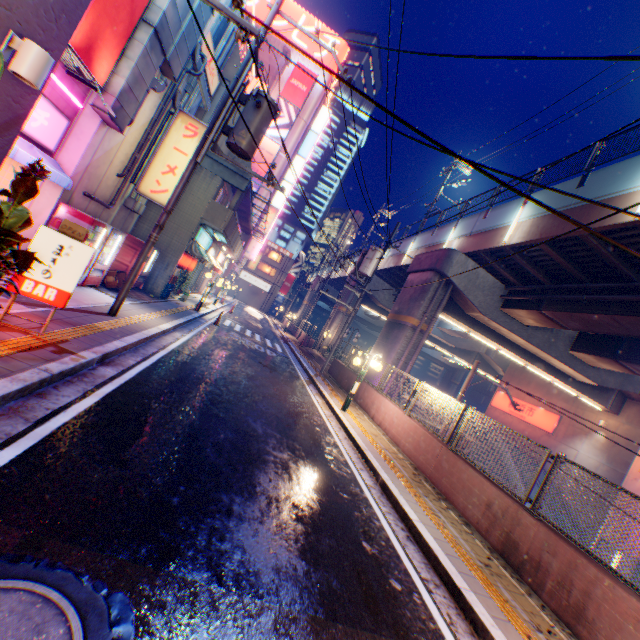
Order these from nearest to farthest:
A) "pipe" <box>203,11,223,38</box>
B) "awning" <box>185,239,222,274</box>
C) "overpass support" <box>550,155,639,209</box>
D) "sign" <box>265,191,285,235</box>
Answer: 1. "overpass support" <box>550,155,639,209</box>
2. "pipe" <box>203,11,223,38</box>
3. "awning" <box>185,239,222,274</box>
4. "sign" <box>265,191,285,235</box>

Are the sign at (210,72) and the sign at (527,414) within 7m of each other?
no

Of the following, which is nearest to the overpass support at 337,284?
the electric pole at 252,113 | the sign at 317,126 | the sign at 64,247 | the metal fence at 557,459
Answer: the metal fence at 557,459

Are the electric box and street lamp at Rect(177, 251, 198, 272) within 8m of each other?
yes

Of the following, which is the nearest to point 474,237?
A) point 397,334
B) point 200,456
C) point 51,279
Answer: point 397,334

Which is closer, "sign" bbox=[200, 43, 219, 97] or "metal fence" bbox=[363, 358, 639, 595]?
"metal fence" bbox=[363, 358, 639, 595]

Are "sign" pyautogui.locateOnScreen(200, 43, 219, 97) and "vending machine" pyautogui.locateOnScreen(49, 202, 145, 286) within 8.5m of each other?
yes

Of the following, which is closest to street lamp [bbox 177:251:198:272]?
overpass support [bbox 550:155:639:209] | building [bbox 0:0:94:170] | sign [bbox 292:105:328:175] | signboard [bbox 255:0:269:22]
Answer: overpass support [bbox 550:155:639:209]
